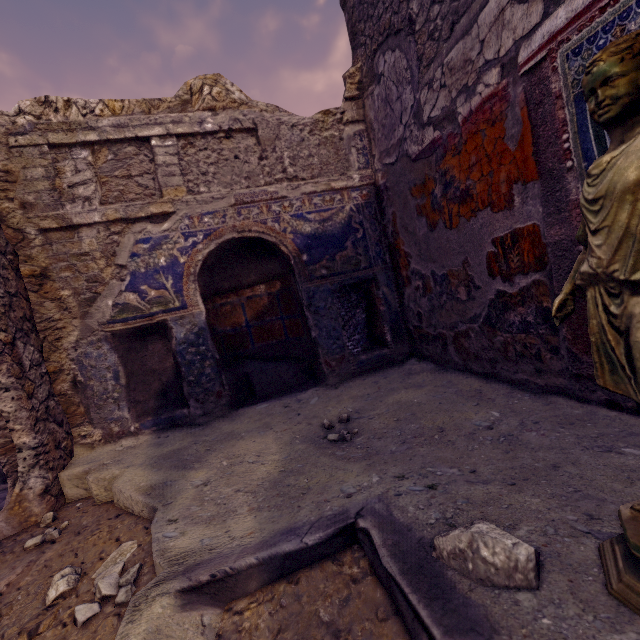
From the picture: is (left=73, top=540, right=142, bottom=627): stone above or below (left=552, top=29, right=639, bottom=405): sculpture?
below

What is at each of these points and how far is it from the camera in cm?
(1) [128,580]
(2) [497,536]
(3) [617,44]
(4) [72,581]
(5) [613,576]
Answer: (1) stone, 127
(2) rocks, 89
(3) sculpture, 68
(4) stone, 136
(5) sculpture, 77

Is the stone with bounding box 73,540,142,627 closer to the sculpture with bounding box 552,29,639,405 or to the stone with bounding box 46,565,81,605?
the stone with bounding box 46,565,81,605

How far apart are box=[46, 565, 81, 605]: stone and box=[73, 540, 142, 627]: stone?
0.1 meters

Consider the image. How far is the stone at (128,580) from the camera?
1.2m

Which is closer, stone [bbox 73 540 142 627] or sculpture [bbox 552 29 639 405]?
sculpture [bbox 552 29 639 405]

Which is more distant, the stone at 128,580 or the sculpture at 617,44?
the stone at 128,580
